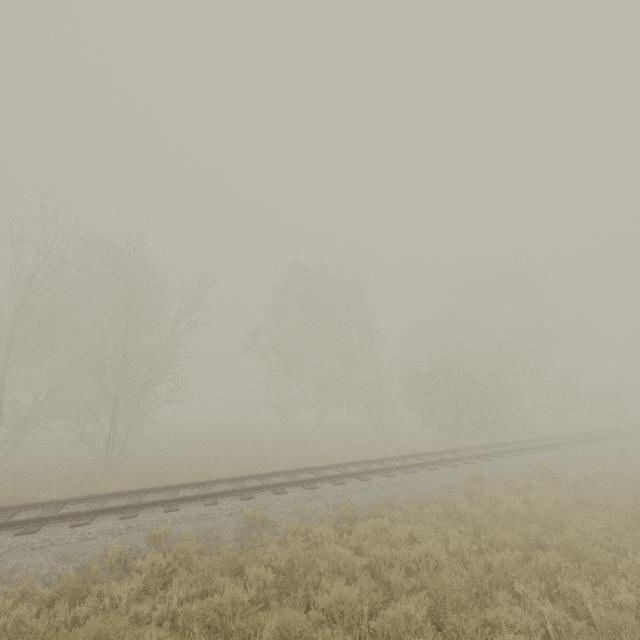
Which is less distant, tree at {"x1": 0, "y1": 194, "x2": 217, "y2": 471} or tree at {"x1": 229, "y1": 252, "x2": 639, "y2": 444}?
tree at {"x1": 0, "y1": 194, "x2": 217, "y2": 471}

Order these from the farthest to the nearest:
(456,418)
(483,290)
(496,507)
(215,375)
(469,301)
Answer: (215,375), (469,301), (483,290), (456,418), (496,507)

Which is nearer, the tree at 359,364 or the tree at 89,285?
the tree at 89,285
